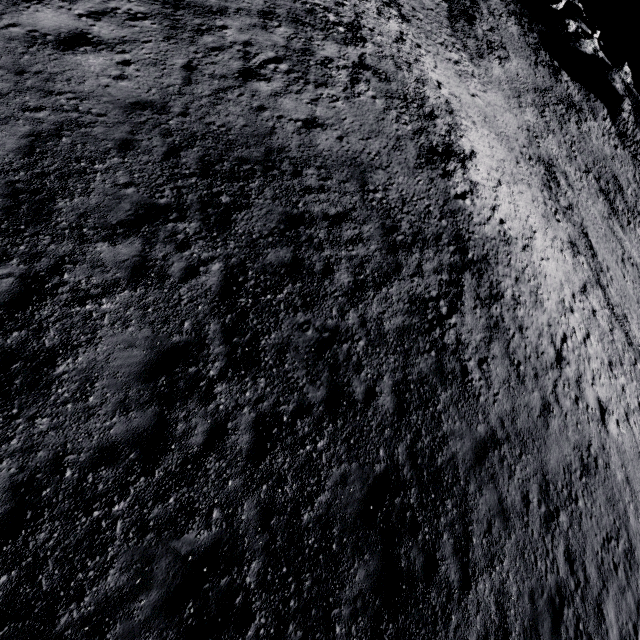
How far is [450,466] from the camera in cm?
898
